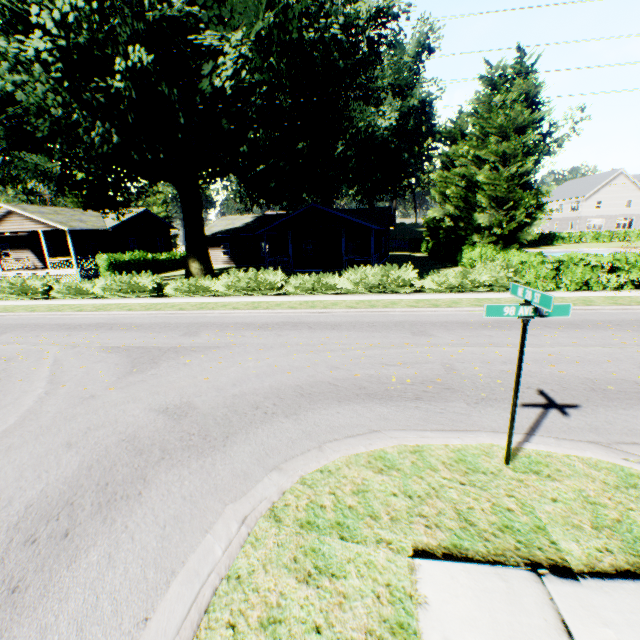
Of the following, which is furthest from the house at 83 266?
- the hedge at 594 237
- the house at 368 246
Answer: the hedge at 594 237

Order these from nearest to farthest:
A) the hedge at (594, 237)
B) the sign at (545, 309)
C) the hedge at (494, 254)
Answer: the sign at (545, 309) < the hedge at (494, 254) < the hedge at (594, 237)

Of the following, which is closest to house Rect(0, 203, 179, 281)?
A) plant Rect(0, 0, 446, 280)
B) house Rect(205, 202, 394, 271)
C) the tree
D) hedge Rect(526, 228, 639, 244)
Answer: plant Rect(0, 0, 446, 280)

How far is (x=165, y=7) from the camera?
15.4m

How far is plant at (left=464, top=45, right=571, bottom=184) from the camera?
40.0m

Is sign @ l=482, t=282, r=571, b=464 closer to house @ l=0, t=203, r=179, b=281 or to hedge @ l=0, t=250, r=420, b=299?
hedge @ l=0, t=250, r=420, b=299

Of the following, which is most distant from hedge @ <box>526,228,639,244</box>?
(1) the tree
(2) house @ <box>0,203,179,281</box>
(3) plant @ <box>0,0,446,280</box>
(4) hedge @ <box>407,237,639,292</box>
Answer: (2) house @ <box>0,203,179,281</box>

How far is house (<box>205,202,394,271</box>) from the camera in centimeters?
2784cm
